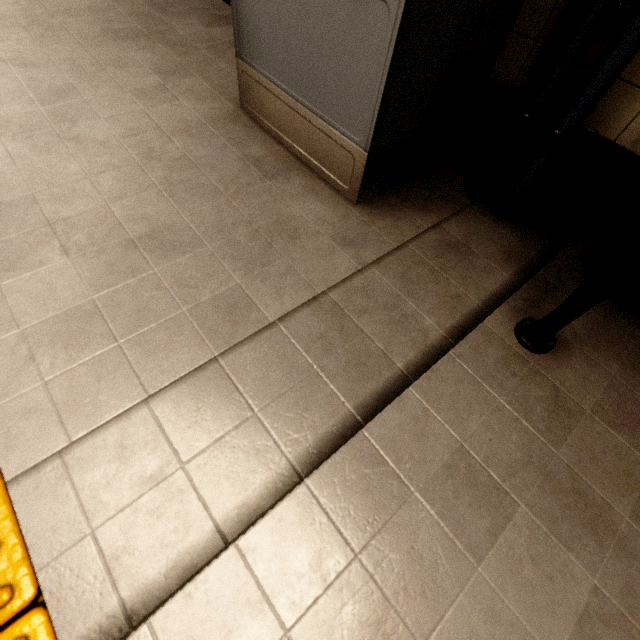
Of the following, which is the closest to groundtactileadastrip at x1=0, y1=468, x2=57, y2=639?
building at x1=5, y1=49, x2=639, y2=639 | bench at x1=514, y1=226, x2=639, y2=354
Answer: building at x1=5, y1=49, x2=639, y2=639

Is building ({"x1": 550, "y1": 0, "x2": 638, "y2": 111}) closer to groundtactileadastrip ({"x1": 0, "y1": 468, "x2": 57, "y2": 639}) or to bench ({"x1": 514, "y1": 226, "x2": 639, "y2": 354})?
bench ({"x1": 514, "y1": 226, "x2": 639, "y2": 354})

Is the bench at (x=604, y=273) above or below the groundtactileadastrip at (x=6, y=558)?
above

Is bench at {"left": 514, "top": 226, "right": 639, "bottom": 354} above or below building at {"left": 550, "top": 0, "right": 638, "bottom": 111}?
below

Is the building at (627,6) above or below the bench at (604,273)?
above

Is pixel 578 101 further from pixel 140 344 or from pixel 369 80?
pixel 140 344

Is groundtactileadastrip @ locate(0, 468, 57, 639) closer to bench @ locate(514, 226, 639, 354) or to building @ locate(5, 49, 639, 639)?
building @ locate(5, 49, 639, 639)

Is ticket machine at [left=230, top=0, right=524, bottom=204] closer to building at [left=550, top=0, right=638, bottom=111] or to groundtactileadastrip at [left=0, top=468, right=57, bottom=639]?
building at [left=550, top=0, right=638, bottom=111]
